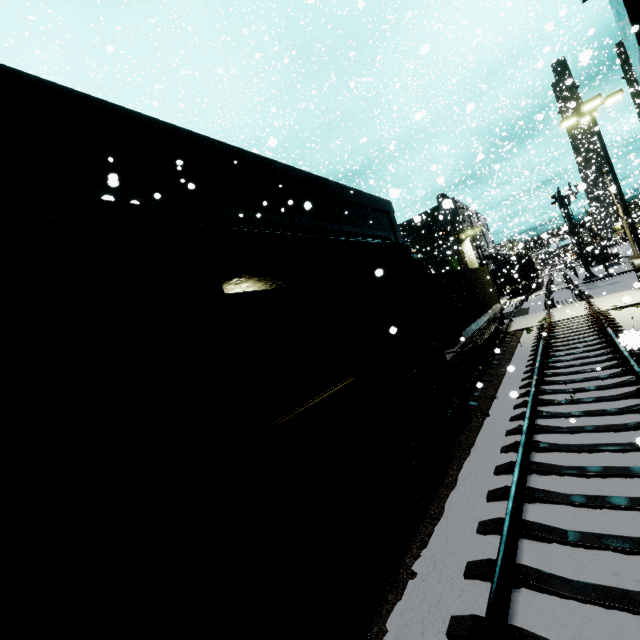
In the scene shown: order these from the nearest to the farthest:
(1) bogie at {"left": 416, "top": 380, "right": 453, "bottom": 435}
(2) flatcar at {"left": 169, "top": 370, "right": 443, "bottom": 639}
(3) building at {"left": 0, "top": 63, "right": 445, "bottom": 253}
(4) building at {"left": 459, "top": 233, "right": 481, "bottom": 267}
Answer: (2) flatcar at {"left": 169, "top": 370, "right": 443, "bottom": 639}
(3) building at {"left": 0, "top": 63, "right": 445, "bottom": 253}
(1) bogie at {"left": 416, "top": 380, "right": 453, "bottom": 435}
(4) building at {"left": 459, "top": 233, "right": 481, "bottom": 267}

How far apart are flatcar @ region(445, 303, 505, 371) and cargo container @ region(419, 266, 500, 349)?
0.0m

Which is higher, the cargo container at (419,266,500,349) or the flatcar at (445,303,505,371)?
the cargo container at (419,266,500,349)

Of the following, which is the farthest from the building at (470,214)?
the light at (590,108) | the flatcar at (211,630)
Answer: the flatcar at (211,630)

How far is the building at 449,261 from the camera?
41.2m

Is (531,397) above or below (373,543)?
above

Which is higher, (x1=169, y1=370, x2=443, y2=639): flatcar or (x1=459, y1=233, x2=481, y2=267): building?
(x1=459, y1=233, x2=481, y2=267): building
